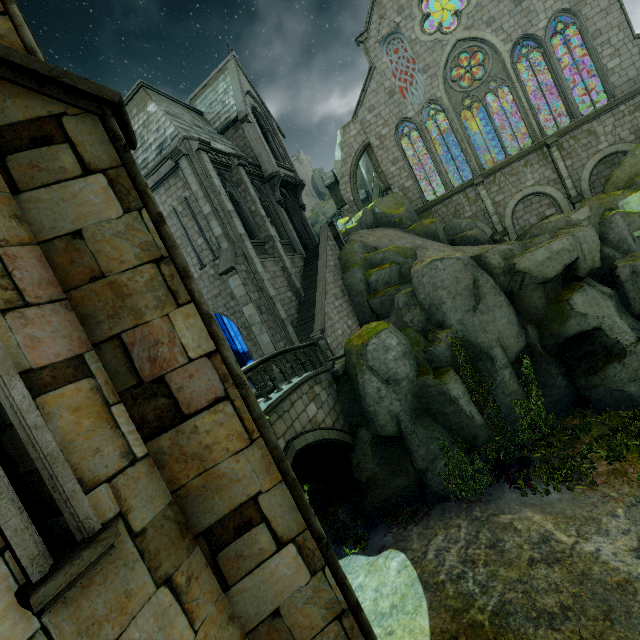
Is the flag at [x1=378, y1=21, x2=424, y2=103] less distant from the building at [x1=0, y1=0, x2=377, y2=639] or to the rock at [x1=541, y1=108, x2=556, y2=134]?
the building at [x1=0, y1=0, x2=377, y2=639]

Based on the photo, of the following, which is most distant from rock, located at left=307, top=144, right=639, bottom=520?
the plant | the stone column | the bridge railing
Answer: the stone column

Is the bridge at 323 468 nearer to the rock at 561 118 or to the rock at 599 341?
the rock at 599 341

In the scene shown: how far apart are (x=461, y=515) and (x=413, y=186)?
23.8m

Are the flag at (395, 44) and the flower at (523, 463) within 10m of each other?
no

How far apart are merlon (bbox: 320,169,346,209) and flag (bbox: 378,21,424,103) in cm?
728

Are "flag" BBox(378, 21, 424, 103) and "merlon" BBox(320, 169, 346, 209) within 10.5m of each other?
yes

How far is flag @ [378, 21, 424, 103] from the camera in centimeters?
2458cm
